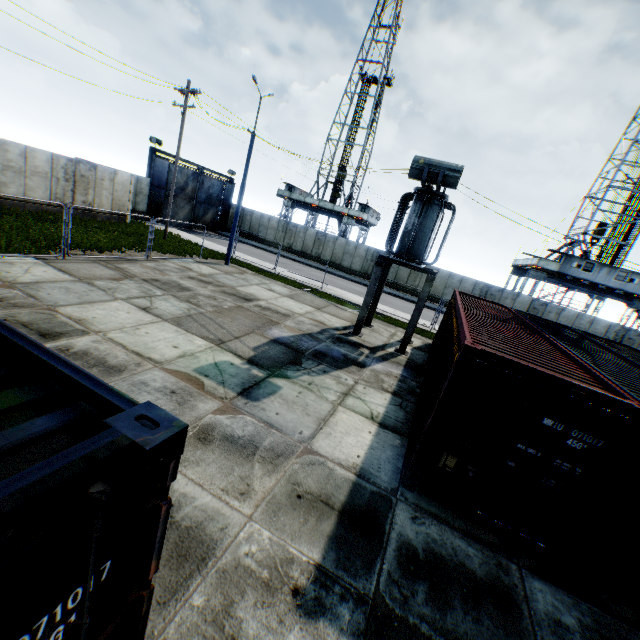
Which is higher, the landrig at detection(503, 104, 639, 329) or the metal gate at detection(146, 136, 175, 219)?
the landrig at detection(503, 104, 639, 329)

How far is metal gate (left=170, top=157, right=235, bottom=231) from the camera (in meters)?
30.65

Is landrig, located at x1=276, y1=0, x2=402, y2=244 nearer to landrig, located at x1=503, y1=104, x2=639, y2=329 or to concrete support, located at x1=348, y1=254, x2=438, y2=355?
landrig, located at x1=503, y1=104, x2=639, y2=329

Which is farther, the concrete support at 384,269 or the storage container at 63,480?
the concrete support at 384,269

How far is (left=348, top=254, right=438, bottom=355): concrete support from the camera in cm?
1309

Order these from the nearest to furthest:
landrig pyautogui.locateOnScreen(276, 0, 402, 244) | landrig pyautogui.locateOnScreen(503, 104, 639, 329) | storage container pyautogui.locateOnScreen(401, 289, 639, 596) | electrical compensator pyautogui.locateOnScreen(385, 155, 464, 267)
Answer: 1. storage container pyautogui.locateOnScreen(401, 289, 639, 596)
2. electrical compensator pyautogui.locateOnScreen(385, 155, 464, 267)
3. landrig pyautogui.locateOnScreen(503, 104, 639, 329)
4. landrig pyautogui.locateOnScreen(276, 0, 402, 244)

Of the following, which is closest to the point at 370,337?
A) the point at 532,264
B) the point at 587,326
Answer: the point at 587,326

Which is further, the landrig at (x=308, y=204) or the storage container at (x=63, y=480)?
the landrig at (x=308, y=204)
